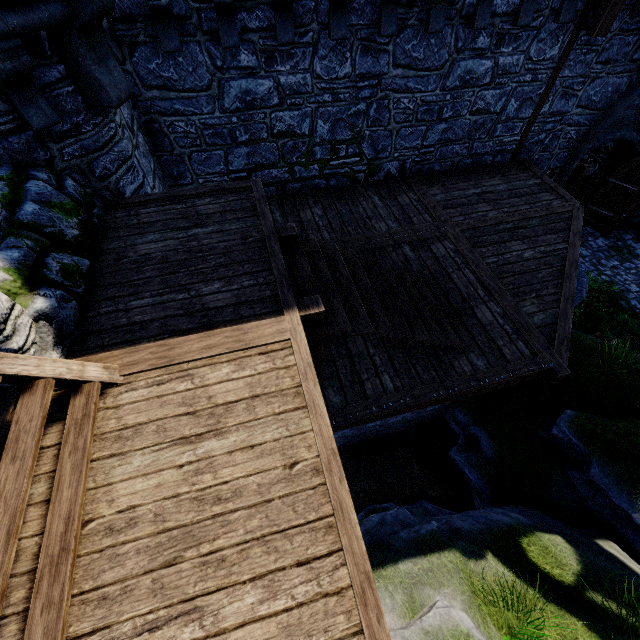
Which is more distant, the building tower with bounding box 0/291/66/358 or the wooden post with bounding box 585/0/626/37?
the wooden post with bounding box 585/0/626/37

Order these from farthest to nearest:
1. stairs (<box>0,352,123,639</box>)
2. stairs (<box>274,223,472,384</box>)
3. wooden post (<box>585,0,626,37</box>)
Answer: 1. wooden post (<box>585,0,626,37</box>)
2. stairs (<box>274,223,472,384</box>)
3. stairs (<box>0,352,123,639</box>)

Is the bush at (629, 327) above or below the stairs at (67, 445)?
below

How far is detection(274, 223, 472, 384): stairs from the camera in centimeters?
414cm

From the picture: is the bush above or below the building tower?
below

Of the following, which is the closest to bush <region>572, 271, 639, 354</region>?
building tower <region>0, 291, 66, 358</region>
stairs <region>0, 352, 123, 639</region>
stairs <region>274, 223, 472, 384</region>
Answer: stairs <region>274, 223, 472, 384</region>

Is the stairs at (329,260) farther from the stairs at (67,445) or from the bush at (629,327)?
the bush at (629,327)

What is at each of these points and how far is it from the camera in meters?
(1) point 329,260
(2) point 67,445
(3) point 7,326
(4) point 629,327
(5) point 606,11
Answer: (1) stairs, 5.0
(2) stairs, 2.7
(3) building tower, 2.8
(4) bush, 8.6
(5) wooden post, 6.4
